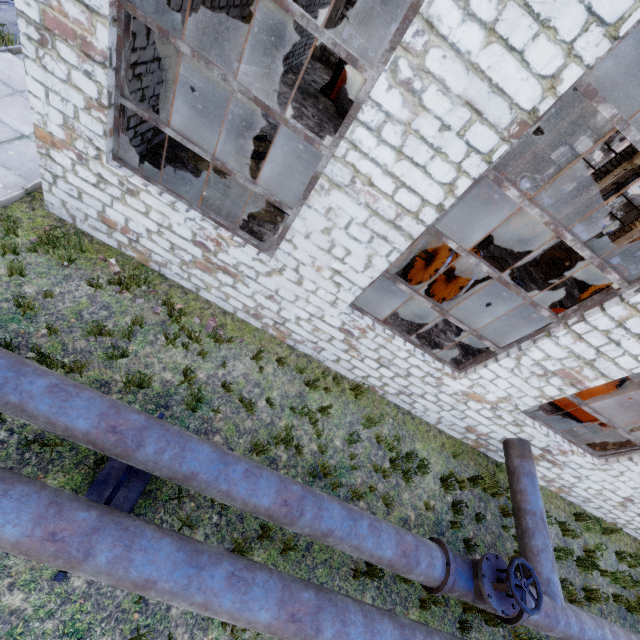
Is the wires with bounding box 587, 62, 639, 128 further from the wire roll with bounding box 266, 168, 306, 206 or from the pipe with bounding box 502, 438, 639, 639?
the wire roll with bounding box 266, 168, 306, 206

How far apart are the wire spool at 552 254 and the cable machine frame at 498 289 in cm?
962

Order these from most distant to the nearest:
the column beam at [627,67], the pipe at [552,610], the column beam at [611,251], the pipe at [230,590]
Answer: the column beam at [611,251] < the column beam at [627,67] < the pipe at [552,610] < the pipe at [230,590]

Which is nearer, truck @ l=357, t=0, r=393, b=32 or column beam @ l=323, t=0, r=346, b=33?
column beam @ l=323, t=0, r=346, b=33

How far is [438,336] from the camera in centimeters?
959cm

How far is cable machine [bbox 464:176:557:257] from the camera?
17.4 meters

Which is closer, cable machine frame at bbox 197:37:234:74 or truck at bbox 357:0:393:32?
cable machine frame at bbox 197:37:234:74

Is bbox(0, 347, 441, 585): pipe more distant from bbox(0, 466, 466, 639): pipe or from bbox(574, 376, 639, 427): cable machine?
bbox(574, 376, 639, 427): cable machine
